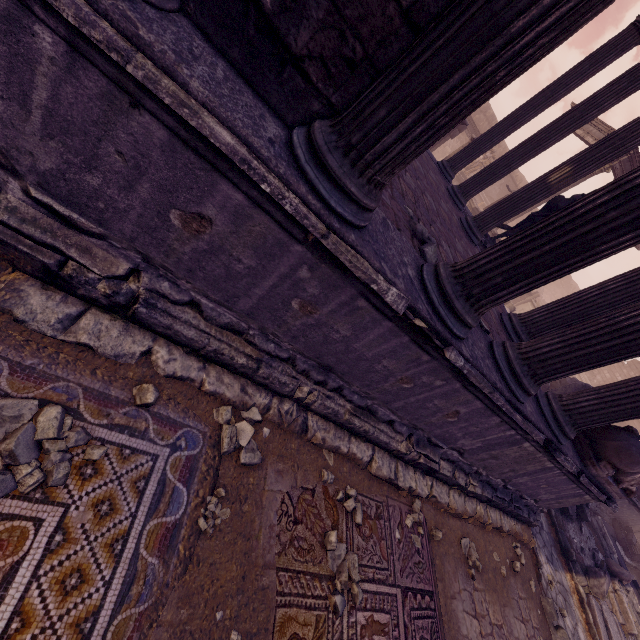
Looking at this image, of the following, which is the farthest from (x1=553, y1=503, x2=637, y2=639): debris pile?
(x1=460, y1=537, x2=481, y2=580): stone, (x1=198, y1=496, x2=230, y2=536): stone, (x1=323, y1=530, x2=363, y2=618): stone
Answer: (x1=198, y1=496, x2=230, y2=536): stone

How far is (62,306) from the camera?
2.0 meters

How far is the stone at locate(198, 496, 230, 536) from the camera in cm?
207

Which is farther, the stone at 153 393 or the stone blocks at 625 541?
the stone blocks at 625 541

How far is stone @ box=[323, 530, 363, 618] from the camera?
2.5 meters

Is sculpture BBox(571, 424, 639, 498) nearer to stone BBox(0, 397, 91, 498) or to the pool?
stone BBox(0, 397, 91, 498)

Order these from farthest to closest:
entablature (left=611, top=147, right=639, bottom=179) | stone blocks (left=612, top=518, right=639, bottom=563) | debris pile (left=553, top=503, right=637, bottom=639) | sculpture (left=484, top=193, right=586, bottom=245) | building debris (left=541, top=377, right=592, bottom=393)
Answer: entablature (left=611, top=147, right=639, bottom=179) < stone blocks (left=612, top=518, right=639, bottom=563) < building debris (left=541, top=377, right=592, bottom=393) < sculpture (left=484, top=193, right=586, bottom=245) < debris pile (left=553, top=503, right=637, bottom=639)

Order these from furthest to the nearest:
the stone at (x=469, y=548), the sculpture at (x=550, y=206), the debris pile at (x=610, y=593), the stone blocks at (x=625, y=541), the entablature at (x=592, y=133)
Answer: the entablature at (x=592, y=133)
the stone blocks at (x=625, y=541)
the sculpture at (x=550, y=206)
the debris pile at (x=610, y=593)
the stone at (x=469, y=548)
